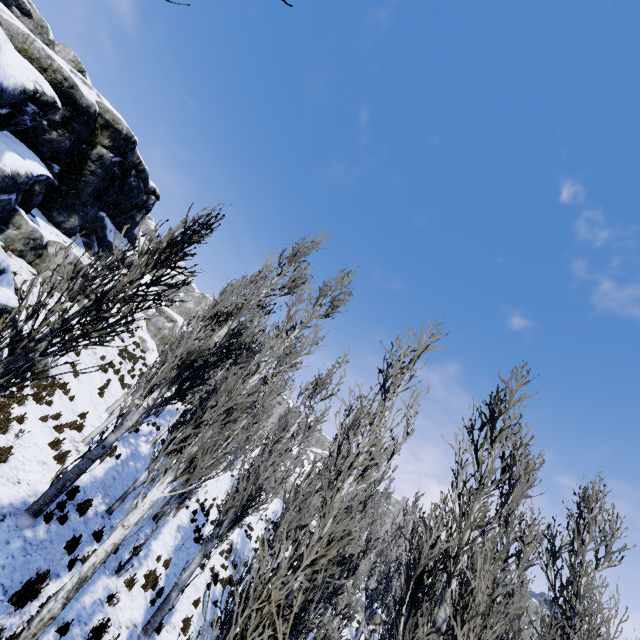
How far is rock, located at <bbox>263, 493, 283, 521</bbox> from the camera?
32.8 meters

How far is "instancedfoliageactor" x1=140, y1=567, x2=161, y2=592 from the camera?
9.86m

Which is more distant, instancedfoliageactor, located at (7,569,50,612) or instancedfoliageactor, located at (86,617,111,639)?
instancedfoliageactor, located at (86,617,111,639)

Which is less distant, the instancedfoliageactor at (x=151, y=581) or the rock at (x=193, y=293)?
the instancedfoliageactor at (x=151, y=581)

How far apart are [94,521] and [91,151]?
20.8 meters
